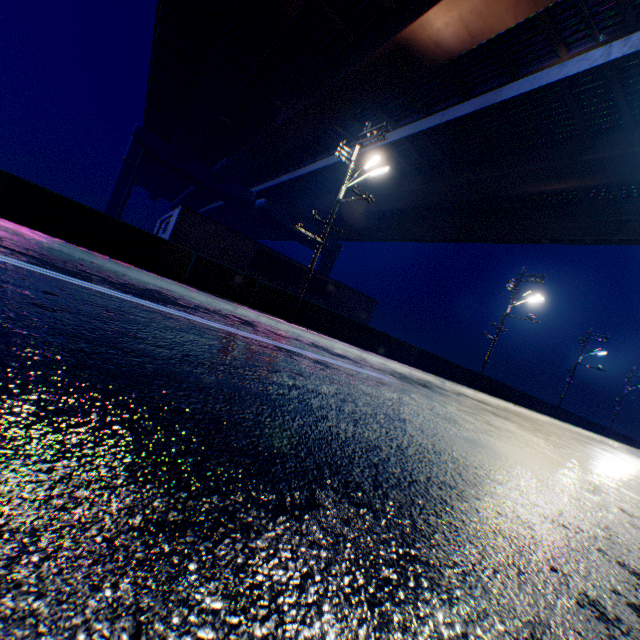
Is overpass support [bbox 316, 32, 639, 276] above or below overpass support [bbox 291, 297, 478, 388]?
above

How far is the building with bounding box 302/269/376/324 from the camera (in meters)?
27.98

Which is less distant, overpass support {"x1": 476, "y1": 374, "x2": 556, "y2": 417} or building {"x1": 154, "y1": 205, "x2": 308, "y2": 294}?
building {"x1": 154, "y1": 205, "x2": 308, "y2": 294}

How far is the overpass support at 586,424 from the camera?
33.5 meters

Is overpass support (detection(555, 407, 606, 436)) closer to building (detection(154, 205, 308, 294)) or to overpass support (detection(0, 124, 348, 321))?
overpass support (detection(0, 124, 348, 321))

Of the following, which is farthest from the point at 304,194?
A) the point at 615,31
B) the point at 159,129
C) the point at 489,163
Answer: the point at 615,31

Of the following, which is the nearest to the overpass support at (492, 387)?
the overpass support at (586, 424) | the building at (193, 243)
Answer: the overpass support at (586, 424)

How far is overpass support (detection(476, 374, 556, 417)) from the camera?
24.89m
